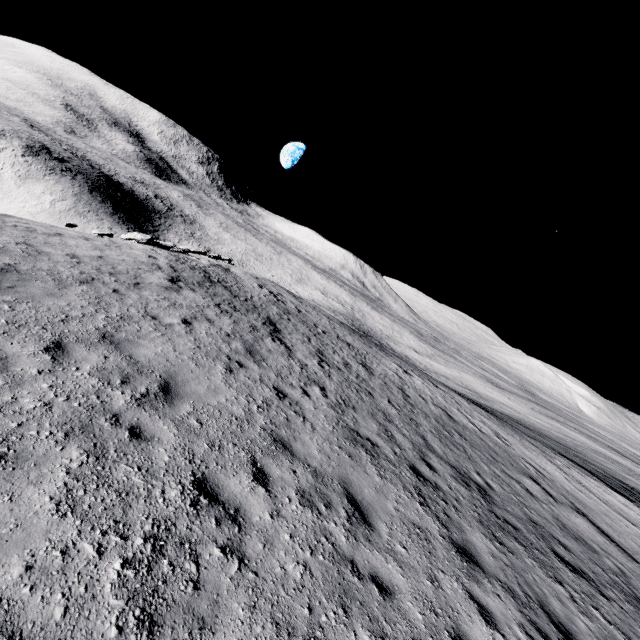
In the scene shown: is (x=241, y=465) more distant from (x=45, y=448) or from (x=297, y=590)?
(x=45, y=448)
